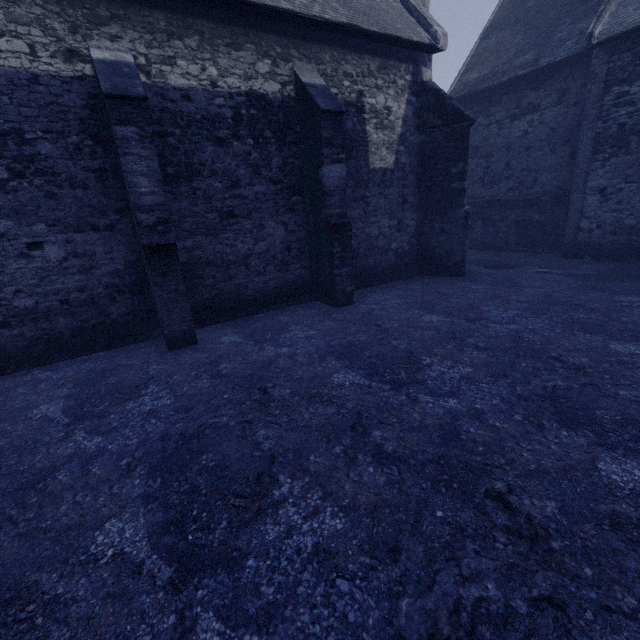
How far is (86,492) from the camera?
3.3m
